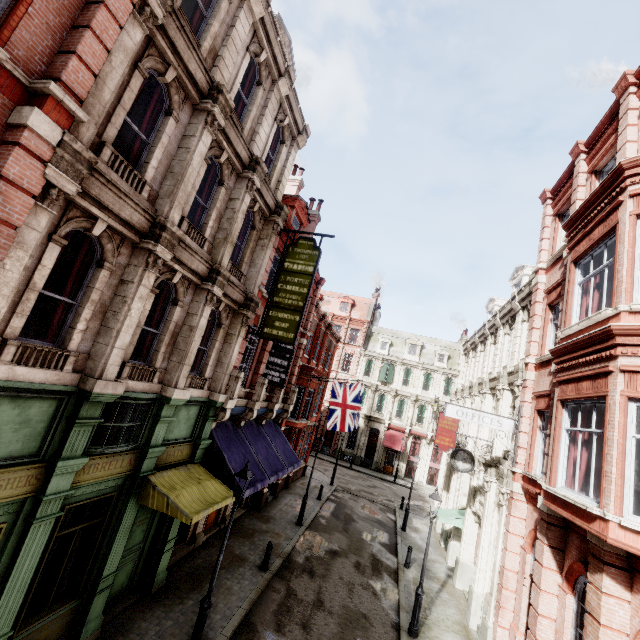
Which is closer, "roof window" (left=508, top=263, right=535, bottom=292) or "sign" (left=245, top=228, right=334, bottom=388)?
"sign" (left=245, top=228, right=334, bottom=388)

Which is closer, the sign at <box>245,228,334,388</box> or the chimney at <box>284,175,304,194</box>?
the sign at <box>245,228,334,388</box>

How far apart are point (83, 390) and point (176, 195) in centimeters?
480cm

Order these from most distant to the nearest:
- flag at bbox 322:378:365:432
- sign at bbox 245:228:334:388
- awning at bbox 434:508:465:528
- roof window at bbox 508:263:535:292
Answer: flag at bbox 322:378:365:432
roof window at bbox 508:263:535:292
awning at bbox 434:508:465:528
sign at bbox 245:228:334:388

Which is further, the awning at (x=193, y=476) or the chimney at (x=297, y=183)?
the chimney at (x=297, y=183)

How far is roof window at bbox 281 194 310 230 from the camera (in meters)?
16.94

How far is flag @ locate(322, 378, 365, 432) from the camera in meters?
19.8

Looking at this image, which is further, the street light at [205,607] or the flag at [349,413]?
the flag at [349,413]
